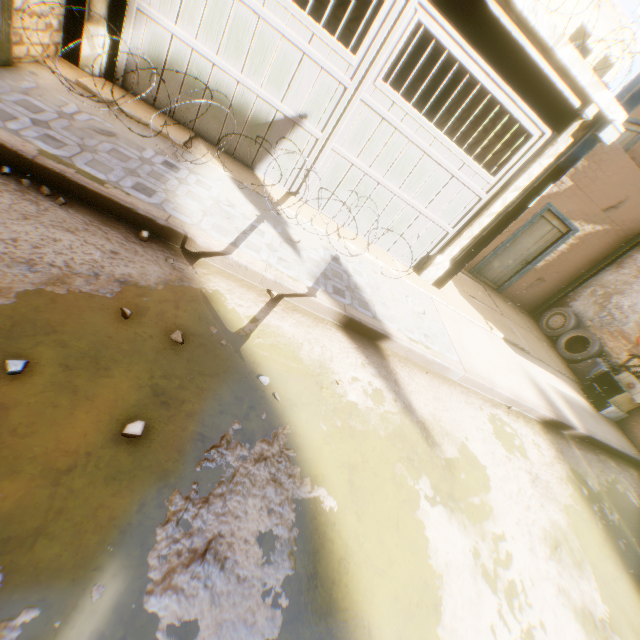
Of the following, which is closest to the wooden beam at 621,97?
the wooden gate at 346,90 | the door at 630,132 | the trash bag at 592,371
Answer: the wooden gate at 346,90

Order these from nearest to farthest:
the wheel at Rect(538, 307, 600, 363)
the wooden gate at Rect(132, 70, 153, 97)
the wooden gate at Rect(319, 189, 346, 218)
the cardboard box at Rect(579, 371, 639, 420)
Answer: the wooden gate at Rect(132, 70, 153, 97) → the wooden gate at Rect(319, 189, 346, 218) → the cardboard box at Rect(579, 371, 639, 420) → the wheel at Rect(538, 307, 600, 363)

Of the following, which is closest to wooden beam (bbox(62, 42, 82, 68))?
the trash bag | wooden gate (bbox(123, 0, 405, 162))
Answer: wooden gate (bbox(123, 0, 405, 162))

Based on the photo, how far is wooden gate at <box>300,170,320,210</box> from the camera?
5.4 meters

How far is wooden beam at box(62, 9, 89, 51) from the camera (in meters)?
3.94

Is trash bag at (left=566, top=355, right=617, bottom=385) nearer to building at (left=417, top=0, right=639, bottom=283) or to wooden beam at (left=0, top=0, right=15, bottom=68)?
building at (left=417, top=0, right=639, bottom=283)

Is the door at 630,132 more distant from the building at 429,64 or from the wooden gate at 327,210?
the wooden gate at 327,210

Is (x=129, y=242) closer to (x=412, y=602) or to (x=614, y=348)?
(x=412, y=602)
